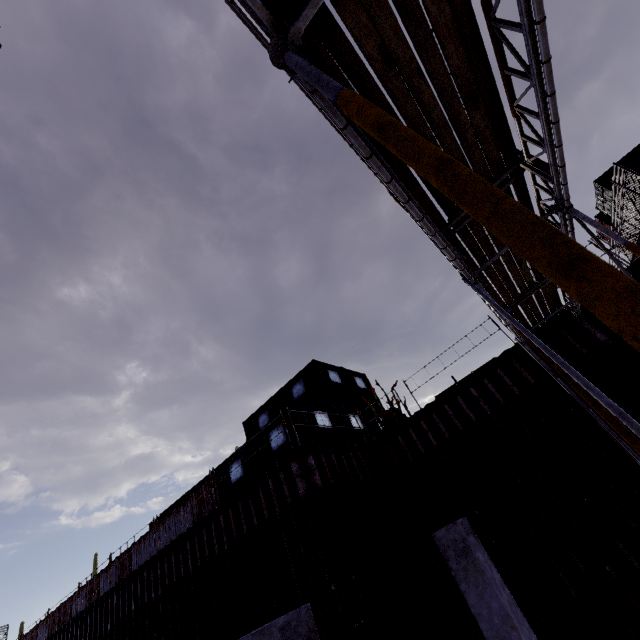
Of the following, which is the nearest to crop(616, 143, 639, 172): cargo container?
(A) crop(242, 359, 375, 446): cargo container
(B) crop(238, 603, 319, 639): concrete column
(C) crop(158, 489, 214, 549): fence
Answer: (A) crop(242, 359, 375, 446): cargo container

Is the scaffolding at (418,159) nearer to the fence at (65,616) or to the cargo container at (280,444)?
the cargo container at (280,444)

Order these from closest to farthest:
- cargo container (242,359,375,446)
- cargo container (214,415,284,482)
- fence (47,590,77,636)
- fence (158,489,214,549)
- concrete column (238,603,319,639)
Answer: concrete column (238,603,319,639) → cargo container (242,359,375,446) → cargo container (214,415,284,482) → fence (158,489,214,549) → fence (47,590,77,636)

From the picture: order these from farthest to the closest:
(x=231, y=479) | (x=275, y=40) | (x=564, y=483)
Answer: (x=231, y=479)
(x=564, y=483)
(x=275, y=40)

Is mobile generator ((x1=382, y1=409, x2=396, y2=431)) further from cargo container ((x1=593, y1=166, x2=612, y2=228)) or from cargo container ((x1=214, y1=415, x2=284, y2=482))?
cargo container ((x1=593, y1=166, x2=612, y2=228))

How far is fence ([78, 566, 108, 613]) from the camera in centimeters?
1838cm

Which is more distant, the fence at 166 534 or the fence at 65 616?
the fence at 65 616

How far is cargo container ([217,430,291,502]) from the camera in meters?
12.7
